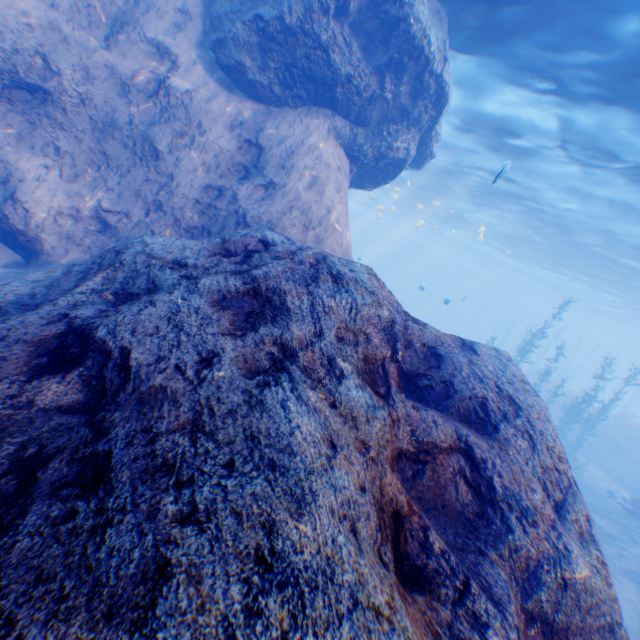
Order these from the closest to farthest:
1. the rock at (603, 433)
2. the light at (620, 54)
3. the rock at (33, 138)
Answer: the rock at (33, 138), the light at (620, 54), the rock at (603, 433)

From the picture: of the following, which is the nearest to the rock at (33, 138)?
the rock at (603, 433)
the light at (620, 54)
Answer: the light at (620, 54)

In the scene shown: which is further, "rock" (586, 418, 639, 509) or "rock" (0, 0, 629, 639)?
"rock" (586, 418, 639, 509)

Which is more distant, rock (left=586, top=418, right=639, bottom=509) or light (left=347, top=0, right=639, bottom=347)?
rock (left=586, top=418, right=639, bottom=509)

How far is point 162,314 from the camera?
3.5m

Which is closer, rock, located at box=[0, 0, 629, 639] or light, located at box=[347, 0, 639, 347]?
rock, located at box=[0, 0, 629, 639]

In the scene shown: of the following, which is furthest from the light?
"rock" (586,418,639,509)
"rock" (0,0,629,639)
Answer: "rock" (586,418,639,509)
